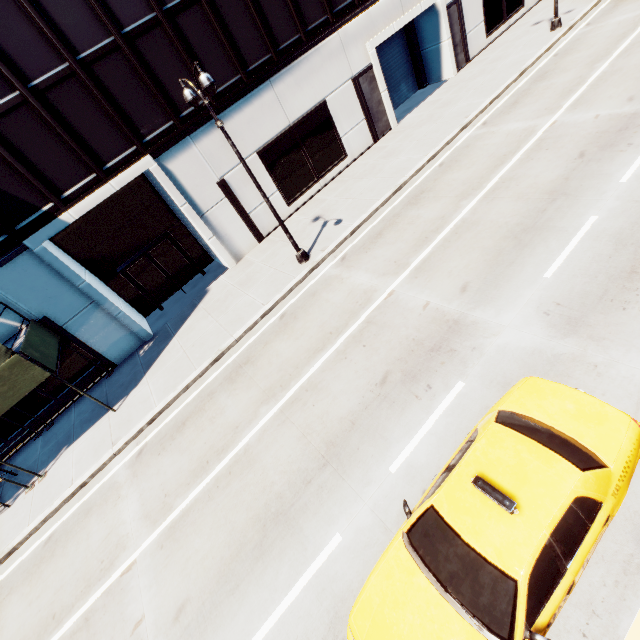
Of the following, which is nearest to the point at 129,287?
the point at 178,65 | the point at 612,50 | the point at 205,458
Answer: the point at 178,65

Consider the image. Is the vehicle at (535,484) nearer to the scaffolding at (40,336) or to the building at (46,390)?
the scaffolding at (40,336)

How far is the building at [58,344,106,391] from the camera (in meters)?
14.64

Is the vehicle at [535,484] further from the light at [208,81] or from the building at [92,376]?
the building at [92,376]

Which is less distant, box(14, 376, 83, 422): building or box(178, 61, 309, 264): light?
box(178, 61, 309, 264): light

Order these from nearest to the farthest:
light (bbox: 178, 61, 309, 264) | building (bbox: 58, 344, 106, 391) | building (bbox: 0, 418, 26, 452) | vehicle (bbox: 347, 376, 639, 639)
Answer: vehicle (bbox: 347, 376, 639, 639) < light (bbox: 178, 61, 309, 264) < building (bbox: 0, 418, 26, 452) < building (bbox: 58, 344, 106, 391)

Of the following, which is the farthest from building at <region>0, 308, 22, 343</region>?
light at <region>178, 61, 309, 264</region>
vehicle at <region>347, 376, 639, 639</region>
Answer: vehicle at <region>347, 376, 639, 639</region>
